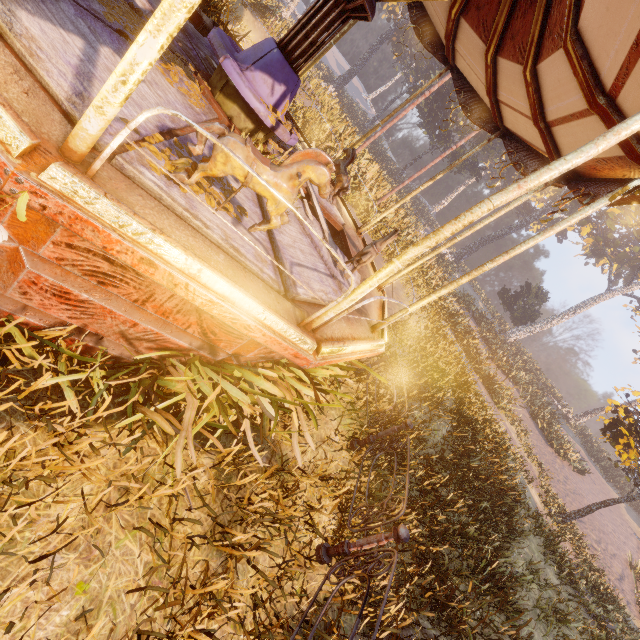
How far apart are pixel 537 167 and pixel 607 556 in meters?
17.0 m

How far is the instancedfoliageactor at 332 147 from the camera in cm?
1246

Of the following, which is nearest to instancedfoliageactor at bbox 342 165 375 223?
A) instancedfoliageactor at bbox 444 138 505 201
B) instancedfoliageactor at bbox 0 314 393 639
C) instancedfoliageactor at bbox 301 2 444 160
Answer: instancedfoliageactor at bbox 444 138 505 201

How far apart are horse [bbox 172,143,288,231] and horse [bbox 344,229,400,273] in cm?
208

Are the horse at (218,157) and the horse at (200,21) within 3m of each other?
no

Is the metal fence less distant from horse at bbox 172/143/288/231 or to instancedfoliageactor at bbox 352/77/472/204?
instancedfoliageactor at bbox 352/77/472/204

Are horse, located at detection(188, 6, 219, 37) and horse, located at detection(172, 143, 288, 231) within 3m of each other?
no

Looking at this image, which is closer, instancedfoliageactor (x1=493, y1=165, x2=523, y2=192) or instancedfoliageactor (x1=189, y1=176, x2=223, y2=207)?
A: instancedfoliageactor (x1=189, y1=176, x2=223, y2=207)
